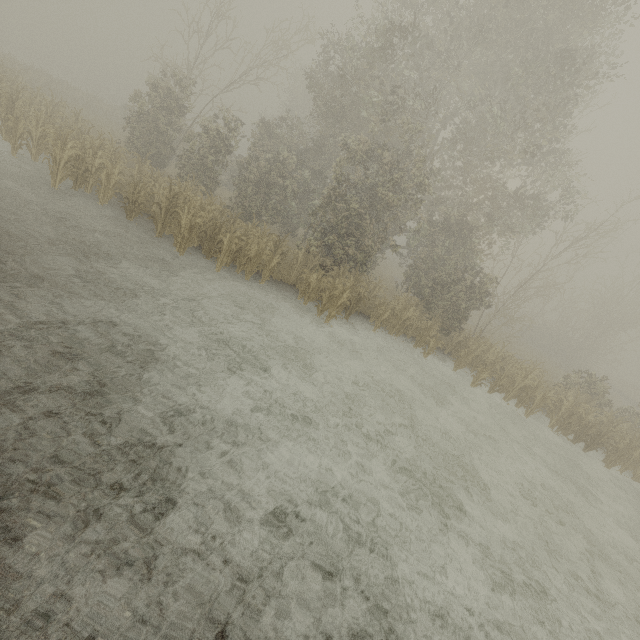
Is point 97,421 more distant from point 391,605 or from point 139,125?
point 139,125
